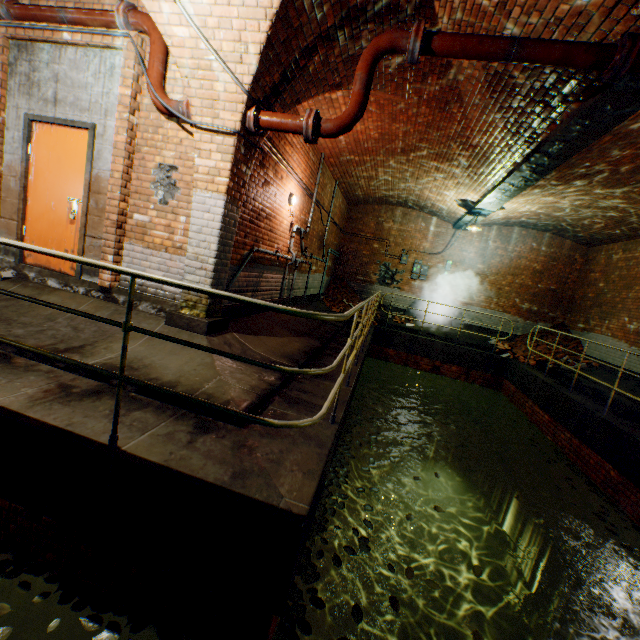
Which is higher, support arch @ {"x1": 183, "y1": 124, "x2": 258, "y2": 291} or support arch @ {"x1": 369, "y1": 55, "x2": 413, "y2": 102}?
support arch @ {"x1": 369, "y1": 55, "x2": 413, "y2": 102}

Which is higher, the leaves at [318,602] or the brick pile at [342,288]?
the brick pile at [342,288]

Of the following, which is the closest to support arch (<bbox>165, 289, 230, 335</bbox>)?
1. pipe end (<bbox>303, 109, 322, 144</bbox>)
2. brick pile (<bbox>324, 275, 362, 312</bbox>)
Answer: pipe end (<bbox>303, 109, 322, 144</bbox>)

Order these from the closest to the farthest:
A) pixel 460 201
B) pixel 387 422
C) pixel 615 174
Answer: pixel 615 174 → pixel 460 201 → pixel 387 422

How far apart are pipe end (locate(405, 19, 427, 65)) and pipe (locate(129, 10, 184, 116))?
2.7m

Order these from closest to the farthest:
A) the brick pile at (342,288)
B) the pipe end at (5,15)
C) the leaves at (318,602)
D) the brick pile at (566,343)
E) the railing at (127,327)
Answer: the railing at (127,327)
the leaves at (318,602)
the pipe end at (5,15)
the brick pile at (566,343)
the brick pile at (342,288)

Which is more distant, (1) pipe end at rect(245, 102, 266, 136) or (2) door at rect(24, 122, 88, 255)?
(2) door at rect(24, 122, 88, 255)

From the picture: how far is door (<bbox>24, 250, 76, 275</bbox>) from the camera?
4.9 meters
